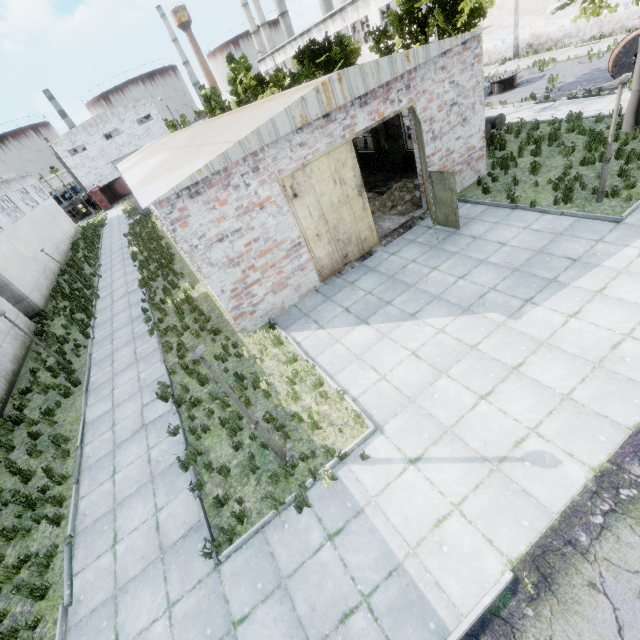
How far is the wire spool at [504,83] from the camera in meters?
22.0

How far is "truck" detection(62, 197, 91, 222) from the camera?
51.8m

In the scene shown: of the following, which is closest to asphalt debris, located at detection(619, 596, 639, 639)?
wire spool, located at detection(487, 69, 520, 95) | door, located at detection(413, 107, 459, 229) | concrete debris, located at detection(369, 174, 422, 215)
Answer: door, located at detection(413, 107, 459, 229)

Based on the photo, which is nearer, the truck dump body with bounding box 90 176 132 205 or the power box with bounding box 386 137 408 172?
the power box with bounding box 386 137 408 172

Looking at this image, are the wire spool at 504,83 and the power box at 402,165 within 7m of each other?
no

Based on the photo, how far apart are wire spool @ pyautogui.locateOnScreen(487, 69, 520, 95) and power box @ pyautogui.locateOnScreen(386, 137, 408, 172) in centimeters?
1193cm

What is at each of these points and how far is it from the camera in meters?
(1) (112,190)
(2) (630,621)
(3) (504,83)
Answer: (1) truck dump body, 55.3
(2) asphalt debris, 3.8
(3) wire spool, 22.2

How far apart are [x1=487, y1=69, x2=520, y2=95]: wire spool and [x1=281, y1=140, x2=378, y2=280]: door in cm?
1917
